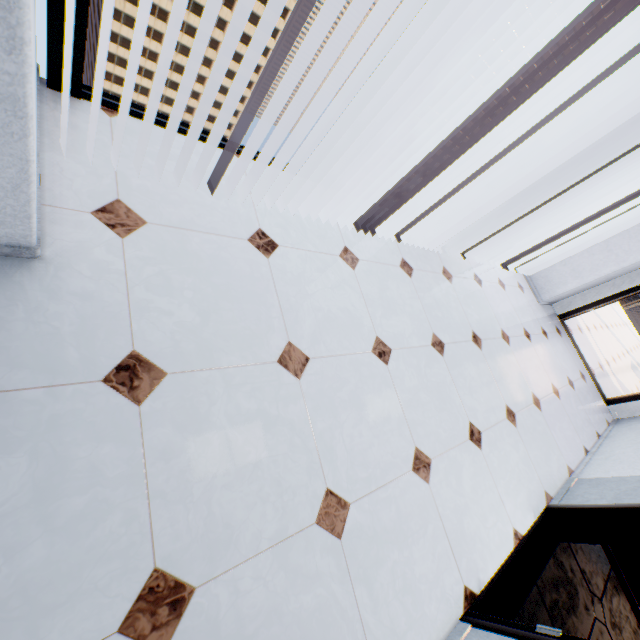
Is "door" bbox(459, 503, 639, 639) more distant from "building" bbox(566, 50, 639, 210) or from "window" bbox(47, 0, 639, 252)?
"building" bbox(566, 50, 639, 210)

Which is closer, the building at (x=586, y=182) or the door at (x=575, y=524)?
the door at (x=575, y=524)

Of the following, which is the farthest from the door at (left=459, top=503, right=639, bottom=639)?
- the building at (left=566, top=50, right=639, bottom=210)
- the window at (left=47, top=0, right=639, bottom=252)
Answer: the building at (left=566, top=50, right=639, bottom=210)

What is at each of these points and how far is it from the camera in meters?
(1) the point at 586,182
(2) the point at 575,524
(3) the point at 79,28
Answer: (1) building, 57.8
(2) door, 2.5
(3) window, 1.3

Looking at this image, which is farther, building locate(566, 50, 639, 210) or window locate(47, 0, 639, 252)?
building locate(566, 50, 639, 210)

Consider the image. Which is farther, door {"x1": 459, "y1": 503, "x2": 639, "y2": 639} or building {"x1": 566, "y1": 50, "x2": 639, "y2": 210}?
building {"x1": 566, "y1": 50, "x2": 639, "y2": 210}

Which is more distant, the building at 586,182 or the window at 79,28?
the building at 586,182
